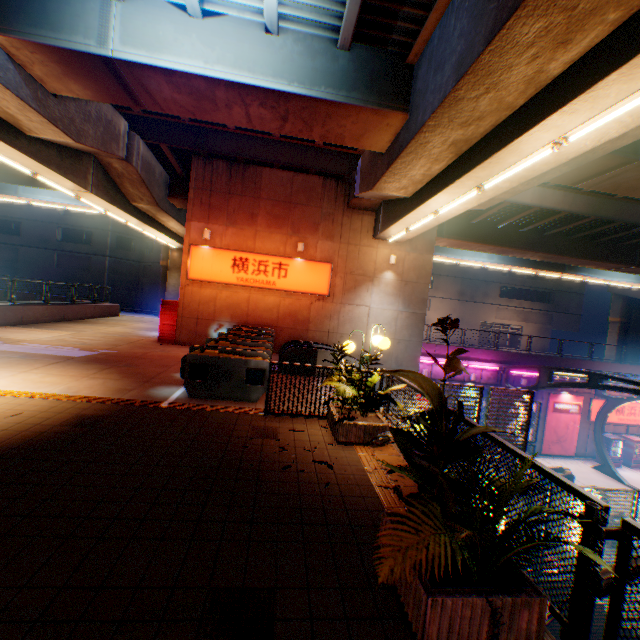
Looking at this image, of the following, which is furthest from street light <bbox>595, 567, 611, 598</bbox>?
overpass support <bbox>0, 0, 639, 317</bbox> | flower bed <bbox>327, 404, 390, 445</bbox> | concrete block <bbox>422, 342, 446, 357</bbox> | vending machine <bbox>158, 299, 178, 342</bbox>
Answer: concrete block <bbox>422, 342, 446, 357</bbox>

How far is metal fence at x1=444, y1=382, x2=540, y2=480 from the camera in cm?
364

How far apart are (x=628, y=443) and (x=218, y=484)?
30.1m

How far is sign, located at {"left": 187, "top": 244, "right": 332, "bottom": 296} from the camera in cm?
1495

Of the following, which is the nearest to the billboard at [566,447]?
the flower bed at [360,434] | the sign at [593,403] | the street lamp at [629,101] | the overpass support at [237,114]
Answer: the sign at [593,403]

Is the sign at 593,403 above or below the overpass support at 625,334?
below

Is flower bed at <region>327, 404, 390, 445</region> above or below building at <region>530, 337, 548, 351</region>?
below

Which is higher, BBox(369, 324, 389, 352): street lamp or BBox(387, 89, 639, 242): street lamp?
BBox(387, 89, 639, 242): street lamp
